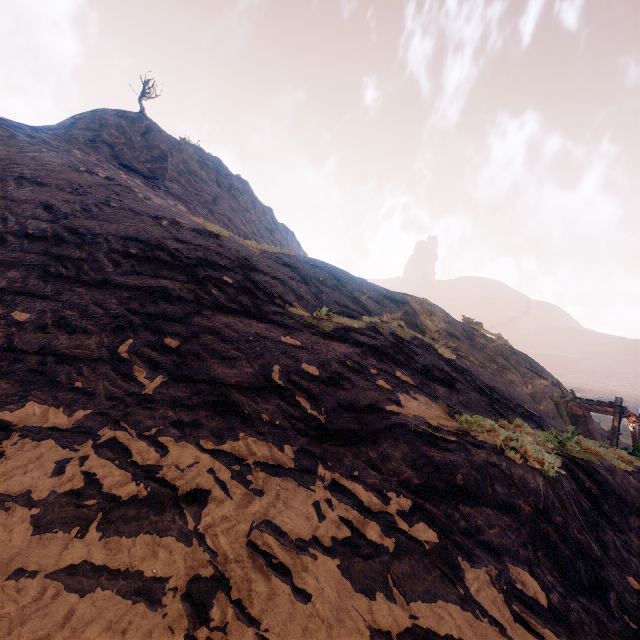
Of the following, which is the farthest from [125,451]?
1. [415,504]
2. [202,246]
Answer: [202,246]
